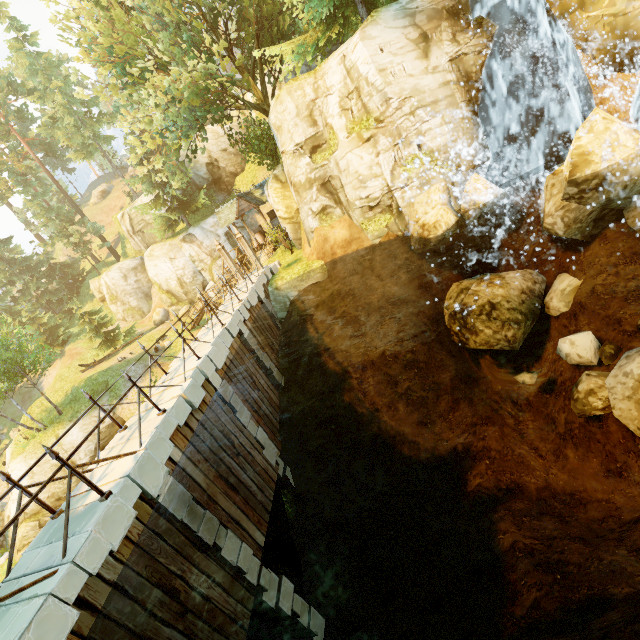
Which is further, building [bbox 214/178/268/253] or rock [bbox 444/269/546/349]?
A: building [bbox 214/178/268/253]

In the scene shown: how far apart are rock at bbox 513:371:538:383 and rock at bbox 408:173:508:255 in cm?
538

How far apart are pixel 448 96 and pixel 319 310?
9.84m

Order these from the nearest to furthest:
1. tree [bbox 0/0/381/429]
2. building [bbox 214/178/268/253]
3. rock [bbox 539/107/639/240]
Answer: rock [bbox 539/107/639/240]
tree [bbox 0/0/381/429]
building [bbox 214/178/268/253]

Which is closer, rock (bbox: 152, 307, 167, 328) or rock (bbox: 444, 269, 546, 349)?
rock (bbox: 444, 269, 546, 349)

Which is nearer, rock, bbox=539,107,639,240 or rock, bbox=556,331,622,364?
rock, bbox=539,107,639,240

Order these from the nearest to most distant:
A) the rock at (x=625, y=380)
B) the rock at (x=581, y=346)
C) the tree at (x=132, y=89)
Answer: the rock at (x=625, y=380)
the rock at (x=581, y=346)
the tree at (x=132, y=89)

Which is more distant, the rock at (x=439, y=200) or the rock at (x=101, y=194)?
the rock at (x=101, y=194)
